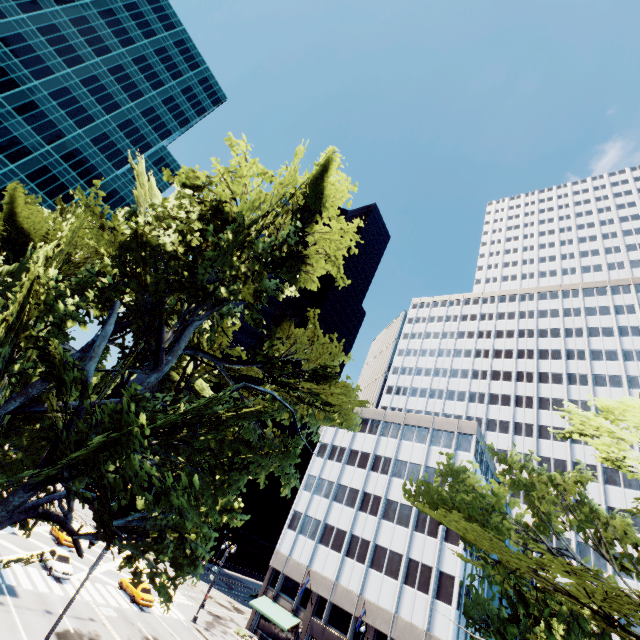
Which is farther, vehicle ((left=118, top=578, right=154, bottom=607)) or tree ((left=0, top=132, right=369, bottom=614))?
vehicle ((left=118, top=578, right=154, bottom=607))

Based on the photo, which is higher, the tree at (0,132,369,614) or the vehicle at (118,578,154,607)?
the tree at (0,132,369,614)

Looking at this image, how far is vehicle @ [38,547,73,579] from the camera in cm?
2895

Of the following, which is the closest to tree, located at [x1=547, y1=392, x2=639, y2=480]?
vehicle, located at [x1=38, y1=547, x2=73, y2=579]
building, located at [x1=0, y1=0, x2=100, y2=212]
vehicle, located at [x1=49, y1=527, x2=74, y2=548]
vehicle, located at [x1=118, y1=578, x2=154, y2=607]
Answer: vehicle, located at [x1=38, y1=547, x2=73, y2=579]

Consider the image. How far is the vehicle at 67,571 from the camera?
29.0m

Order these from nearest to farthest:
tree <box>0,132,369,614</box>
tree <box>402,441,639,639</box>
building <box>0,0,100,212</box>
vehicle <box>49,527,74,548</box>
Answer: tree <box>402,441,639,639</box> < tree <box>0,132,369,614</box> < vehicle <box>49,527,74,548</box> < building <box>0,0,100,212</box>

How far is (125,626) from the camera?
27.09m

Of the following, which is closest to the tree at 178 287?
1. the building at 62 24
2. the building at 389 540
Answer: the building at 389 540
